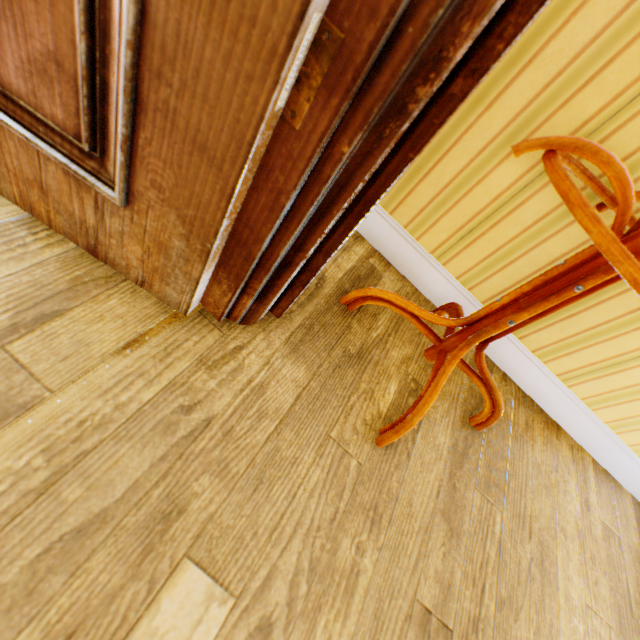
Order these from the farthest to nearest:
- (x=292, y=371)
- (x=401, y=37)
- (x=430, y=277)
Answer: (x=430, y=277) < (x=292, y=371) < (x=401, y=37)

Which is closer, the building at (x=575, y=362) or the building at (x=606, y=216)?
the building at (x=575, y=362)

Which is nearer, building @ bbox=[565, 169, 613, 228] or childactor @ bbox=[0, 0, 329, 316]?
childactor @ bbox=[0, 0, 329, 316]

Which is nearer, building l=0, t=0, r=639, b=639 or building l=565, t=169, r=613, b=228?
building l=0, t=0, r=639, b=639

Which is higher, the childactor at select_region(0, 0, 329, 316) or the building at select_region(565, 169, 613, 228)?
the building at select_region(565, 169, 613, 228)

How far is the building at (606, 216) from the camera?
1.0m

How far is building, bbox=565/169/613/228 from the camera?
1.0 meters
